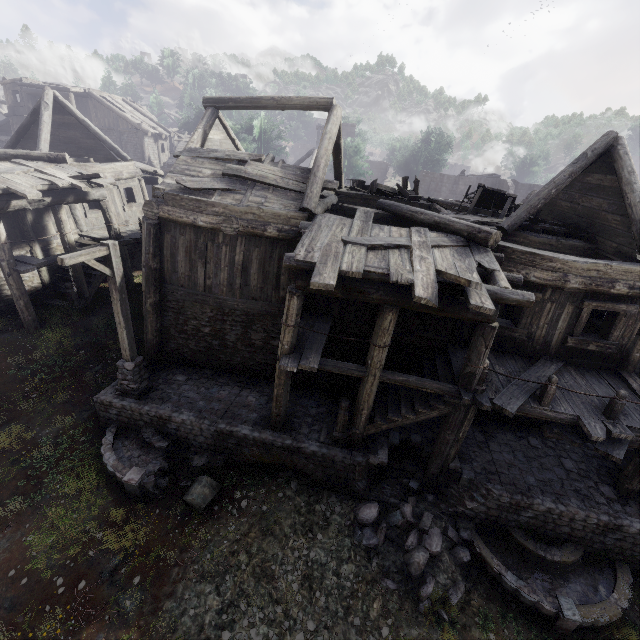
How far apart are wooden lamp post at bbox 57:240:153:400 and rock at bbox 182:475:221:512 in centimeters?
295cm

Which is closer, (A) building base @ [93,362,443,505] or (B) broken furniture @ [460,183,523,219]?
(A) building base @ [93,362,443,505]

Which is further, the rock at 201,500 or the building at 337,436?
the rock at 201,500

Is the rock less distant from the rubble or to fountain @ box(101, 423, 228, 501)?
fountain @ box(101, 423, 228, 501)

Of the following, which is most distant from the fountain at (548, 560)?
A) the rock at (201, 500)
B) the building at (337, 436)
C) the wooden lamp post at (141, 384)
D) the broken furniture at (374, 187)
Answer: the wooden lamp post at (141, 384)

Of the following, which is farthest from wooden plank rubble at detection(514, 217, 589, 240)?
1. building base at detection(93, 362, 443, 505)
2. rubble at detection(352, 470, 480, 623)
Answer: rubble at detection(352, 470, 480, 623)

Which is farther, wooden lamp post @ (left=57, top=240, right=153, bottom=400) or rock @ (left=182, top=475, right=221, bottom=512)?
rock @ (left=182, top=475, right=221, bottom=512)

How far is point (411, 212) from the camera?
10.0m
